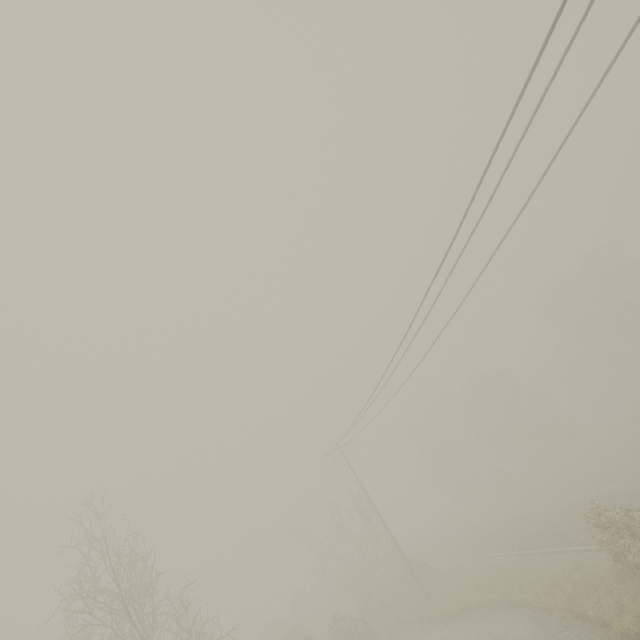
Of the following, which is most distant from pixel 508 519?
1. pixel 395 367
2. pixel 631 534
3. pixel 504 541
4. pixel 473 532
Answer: pixel 395 367
